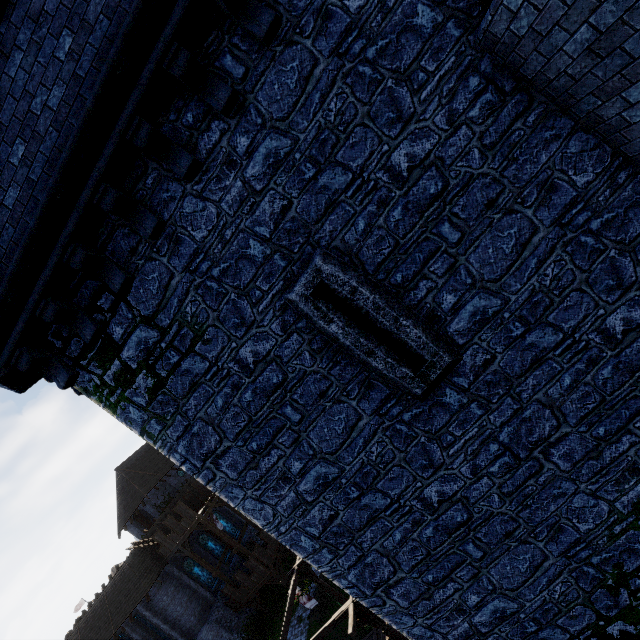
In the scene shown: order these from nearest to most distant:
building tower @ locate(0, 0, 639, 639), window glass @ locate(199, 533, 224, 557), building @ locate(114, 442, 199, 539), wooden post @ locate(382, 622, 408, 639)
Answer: building tower @ locate(0, 0, 639, 639), wooden post @ locate(382, 622, 408, 639), window glass @ locate(199, 533, 224, 557), building @ locate(114, 442, 199, 539)

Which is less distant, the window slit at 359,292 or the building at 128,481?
the window slit at 359,292

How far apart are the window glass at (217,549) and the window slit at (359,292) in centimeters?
3930cm

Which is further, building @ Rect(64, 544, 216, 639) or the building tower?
building @ Rect(64, 544, 216, 639)

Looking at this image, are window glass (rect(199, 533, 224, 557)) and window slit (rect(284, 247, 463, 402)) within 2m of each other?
no

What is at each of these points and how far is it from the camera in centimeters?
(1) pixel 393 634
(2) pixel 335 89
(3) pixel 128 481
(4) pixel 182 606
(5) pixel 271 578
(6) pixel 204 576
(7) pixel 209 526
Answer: (1) wooden post, 1384cm
(2) building tower, 414cm
(3) building, 3912cm
(4) building, 2844cm
(5) walkway, 2886cm
(6) window glass, 3158cm
(7) walkway, 2842cm

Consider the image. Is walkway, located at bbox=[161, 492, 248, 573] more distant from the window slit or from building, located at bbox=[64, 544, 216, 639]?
the window slit

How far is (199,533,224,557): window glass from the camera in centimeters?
3400cm
